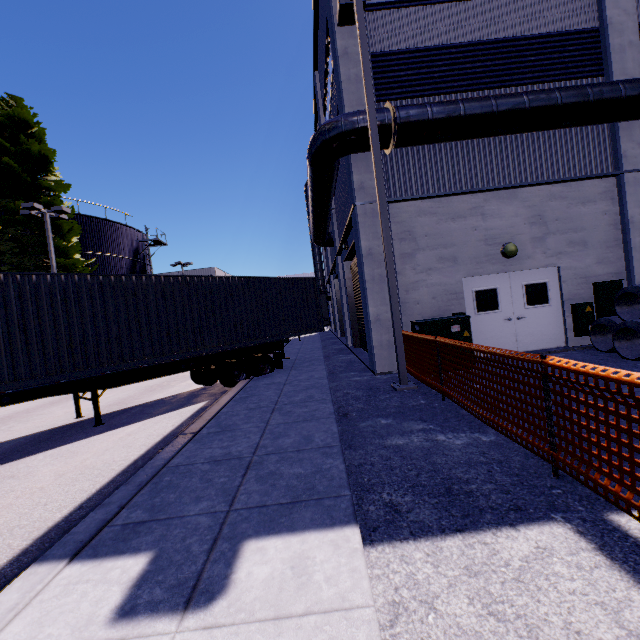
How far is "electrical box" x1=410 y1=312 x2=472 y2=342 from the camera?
8.22m

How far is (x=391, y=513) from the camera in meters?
3.1

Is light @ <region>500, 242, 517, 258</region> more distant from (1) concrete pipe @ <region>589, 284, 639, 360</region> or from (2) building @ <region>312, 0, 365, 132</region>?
(1) concrete pipe @ <region>589, 284, 639, 360</region>

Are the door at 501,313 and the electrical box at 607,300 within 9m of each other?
yes

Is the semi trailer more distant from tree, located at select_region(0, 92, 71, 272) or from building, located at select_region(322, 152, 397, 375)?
building, located at select_region(322, 152, 397, 375)

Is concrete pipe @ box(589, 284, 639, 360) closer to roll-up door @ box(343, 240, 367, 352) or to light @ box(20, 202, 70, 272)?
roll-up door @ box(343, 240, 367, 352)

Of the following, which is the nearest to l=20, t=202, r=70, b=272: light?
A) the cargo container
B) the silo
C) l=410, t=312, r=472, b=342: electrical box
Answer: the silo

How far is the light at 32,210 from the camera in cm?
1775
